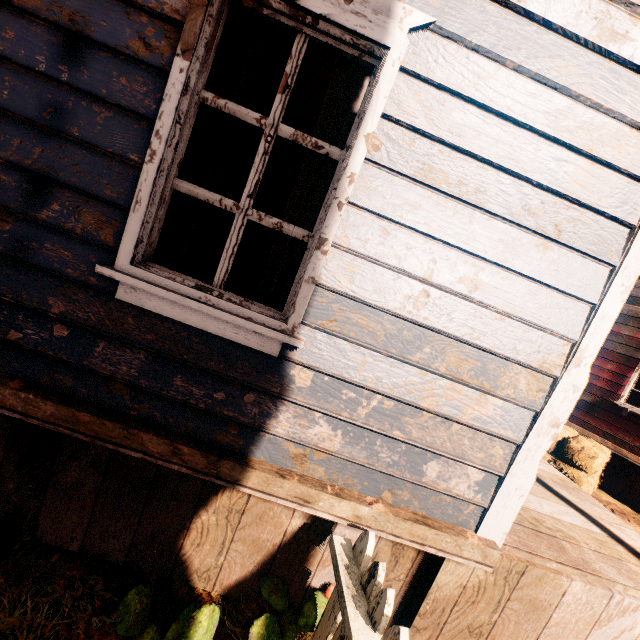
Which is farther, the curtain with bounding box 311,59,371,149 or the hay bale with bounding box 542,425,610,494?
the hay bale with bounding box 542,425,610,494

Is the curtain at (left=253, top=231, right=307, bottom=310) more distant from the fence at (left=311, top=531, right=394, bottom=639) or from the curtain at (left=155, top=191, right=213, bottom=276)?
the fence at (left=311, top=531, right=394, bottom=639)

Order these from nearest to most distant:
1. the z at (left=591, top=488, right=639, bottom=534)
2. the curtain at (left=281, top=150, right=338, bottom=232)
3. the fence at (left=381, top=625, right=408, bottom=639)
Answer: the fence at (left=381, top=625, right=408, bottom=639) → the curtain at (left=281, top=150, right=338, bottom=232) → the z at (left=591, top=488, right=639, bottom=534)

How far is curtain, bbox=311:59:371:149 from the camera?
1.6m

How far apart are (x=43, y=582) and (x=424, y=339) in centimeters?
246cm

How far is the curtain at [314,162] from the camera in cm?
171

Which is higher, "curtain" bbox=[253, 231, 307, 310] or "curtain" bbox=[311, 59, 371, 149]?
"curtain" bbox=[311, 59, 371, 149]

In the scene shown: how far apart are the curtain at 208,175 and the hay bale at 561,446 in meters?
7.7
